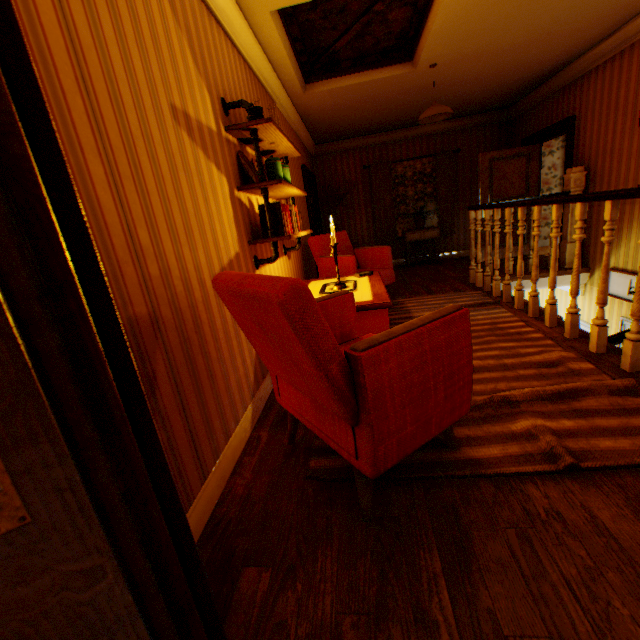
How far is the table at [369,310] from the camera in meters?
2.6 m

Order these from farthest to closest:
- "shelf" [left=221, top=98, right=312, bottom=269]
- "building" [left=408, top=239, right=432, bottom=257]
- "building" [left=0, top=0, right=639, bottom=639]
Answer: "building" [left=408, top=239, right=432, bottom=257]
"shelf" [left=221, top=98, right=312, bottom=269]
"building" [left=0, top=0, right=639, bottom=639]

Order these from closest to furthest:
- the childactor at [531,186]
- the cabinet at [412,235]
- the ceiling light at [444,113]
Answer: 1. the ceiling light at [444,113]
2. the childactor at [531,186]
3. the cabinet at [412,235]

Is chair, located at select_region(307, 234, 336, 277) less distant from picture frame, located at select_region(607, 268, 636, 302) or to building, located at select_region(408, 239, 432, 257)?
building, located at select_region(408, 239, 432, 257)

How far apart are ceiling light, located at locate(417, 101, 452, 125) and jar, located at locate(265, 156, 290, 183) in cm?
280

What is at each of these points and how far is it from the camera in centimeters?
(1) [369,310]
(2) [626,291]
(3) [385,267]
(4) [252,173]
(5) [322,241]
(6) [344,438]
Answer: (1) table, 265cm
(2) picture frame, 462cm
(3) chair, 506cm
(4) plate, 287cm
(5) chair, 506cm
(6) chair, 146cm

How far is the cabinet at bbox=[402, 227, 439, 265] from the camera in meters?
7.7

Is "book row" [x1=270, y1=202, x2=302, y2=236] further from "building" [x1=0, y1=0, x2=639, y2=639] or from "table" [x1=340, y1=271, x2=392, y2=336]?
"table" [x1=340, y1=271, x2=392, y2=336]
